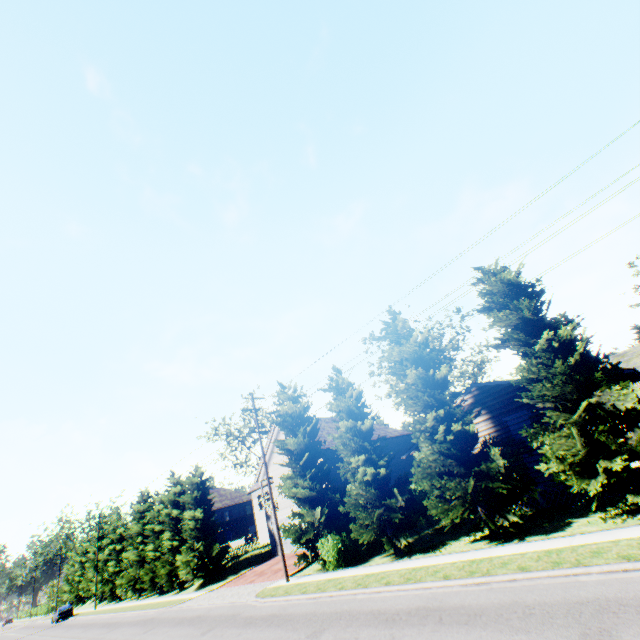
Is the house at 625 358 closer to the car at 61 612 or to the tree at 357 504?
the tree at 357 504

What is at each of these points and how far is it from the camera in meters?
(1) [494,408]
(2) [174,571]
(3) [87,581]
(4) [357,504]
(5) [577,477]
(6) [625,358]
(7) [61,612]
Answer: (1) house, 17.8 m
(2) tree, 32.3 m
(3) tree, 52.1 m
(4) tree, 18.2 m
(5) tree, 11.3 m
(6) house, 23.9 m
(7) car, 45.4 m

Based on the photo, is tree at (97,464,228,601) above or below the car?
above

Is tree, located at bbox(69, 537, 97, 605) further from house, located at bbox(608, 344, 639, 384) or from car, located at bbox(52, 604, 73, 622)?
car, located at bbox(52, 604, 73, 622)

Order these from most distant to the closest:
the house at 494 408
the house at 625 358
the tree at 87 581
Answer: the tree at 87 581 → the house at 494 408 → the house at 625 358

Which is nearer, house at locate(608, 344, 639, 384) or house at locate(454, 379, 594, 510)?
house at locate(608, 344, 639, 384)

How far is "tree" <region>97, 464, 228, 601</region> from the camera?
30.8 meters
